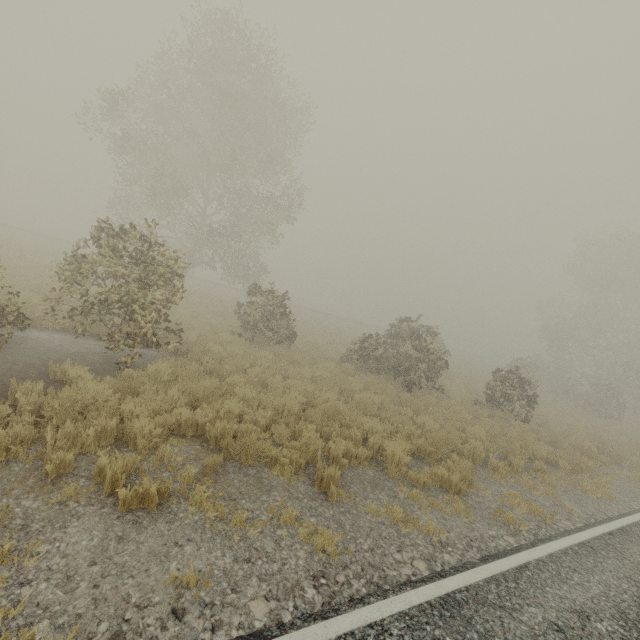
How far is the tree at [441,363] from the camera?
14.5m

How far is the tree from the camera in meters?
14.5

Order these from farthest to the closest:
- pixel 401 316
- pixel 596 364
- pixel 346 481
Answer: pixel 596 364
pixel 401 316
pixel 346 481
